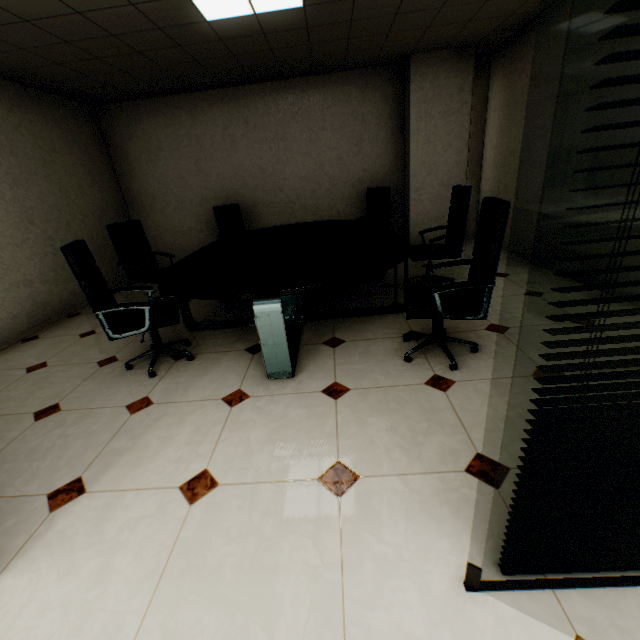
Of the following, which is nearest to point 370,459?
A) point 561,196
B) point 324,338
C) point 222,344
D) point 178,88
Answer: point 324,338

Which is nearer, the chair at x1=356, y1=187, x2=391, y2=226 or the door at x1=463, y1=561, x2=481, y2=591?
the door at x1=463, y1=561, x2=481, y2=591

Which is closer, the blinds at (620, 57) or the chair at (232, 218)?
the blinds at (620, 57)

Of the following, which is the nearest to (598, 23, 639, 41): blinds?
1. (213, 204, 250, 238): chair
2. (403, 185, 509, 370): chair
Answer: (403, 185, 509, 370): chair

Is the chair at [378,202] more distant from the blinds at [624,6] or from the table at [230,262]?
the blinds at [624,6]

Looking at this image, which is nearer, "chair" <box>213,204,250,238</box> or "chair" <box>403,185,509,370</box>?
"chair" <box>403,185,509,370</box>

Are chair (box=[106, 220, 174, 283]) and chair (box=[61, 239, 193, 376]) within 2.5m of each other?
yes

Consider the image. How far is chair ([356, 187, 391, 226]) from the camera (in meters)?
5.43
